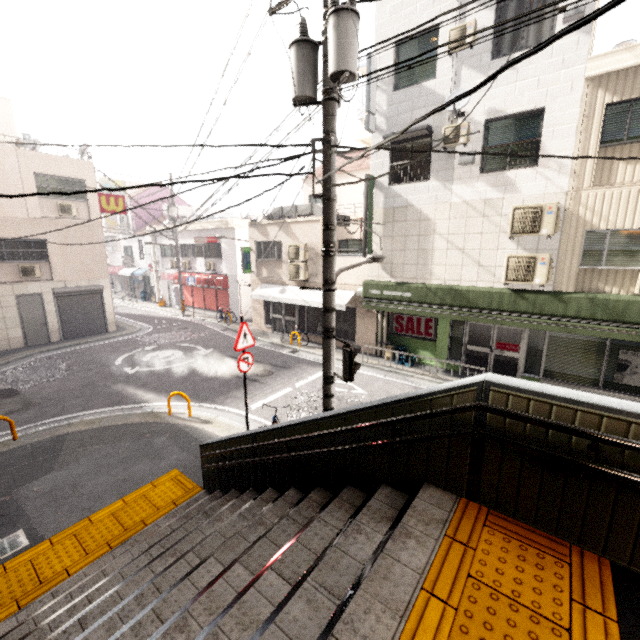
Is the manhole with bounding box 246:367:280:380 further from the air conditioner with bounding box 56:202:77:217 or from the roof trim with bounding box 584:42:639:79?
the air conditioner with bounding box 56:202:77:217

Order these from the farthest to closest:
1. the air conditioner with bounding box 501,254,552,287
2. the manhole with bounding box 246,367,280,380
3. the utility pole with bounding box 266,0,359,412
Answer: the manhole with bounding box 246,367,280,380
the air conditioner with bounding box 501,254,552,287
the utility pole with bounding box 266,0,359,412

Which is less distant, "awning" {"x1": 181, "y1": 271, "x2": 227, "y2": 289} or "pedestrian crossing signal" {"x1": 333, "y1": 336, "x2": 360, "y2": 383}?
"pedestrian crossing signal" {"x1": 333, "y1": 336, "x2": 360, "y2": 383}

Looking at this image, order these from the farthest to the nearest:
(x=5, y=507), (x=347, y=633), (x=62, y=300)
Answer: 1. (x=62, y=300)
2. (x=5, y=507)
3. (x=347, y=633)

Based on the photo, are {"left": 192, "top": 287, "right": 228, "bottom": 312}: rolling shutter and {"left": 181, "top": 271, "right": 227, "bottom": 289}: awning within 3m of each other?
yes

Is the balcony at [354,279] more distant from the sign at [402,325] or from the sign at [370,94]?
the sign at [370,94]

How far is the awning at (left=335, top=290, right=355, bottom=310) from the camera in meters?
13.7

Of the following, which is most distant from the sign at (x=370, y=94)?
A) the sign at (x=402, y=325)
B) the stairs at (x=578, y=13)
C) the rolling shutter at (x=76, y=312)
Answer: the rolling shutter at (x=76, y=312)
